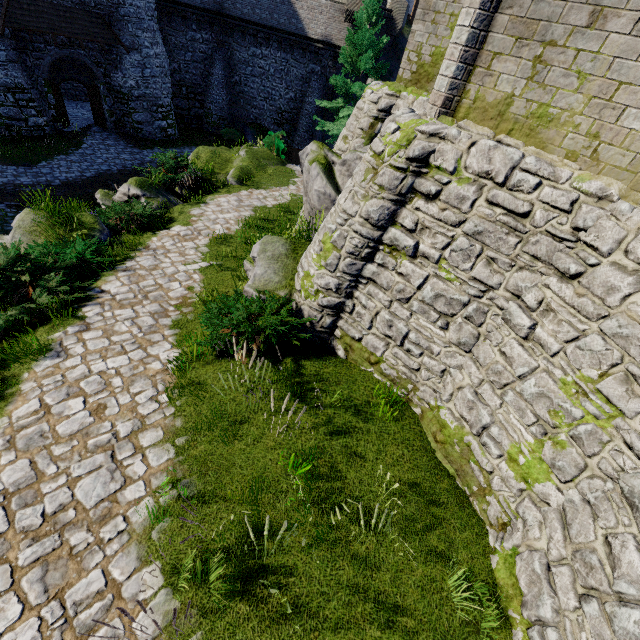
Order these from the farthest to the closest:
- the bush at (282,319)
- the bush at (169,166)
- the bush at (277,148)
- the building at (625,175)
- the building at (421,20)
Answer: the bush at (277,148)
the bush at (169,166)
the building at (421,20)
the bush at (282,319)
the building at (625,175)

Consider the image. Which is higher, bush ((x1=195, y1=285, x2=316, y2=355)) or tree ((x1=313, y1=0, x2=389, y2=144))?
tree ((x1=313, y1=0, x2=389, y2=144))

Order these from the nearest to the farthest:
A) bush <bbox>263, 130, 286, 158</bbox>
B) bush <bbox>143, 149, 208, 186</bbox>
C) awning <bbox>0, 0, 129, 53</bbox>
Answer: bush <bbox>143, 149, 208, 186</bbox>
awning <bbox>0, 0, 129, 53</bbox>
bush <bbox>263, 130, 286, 158</bbox>

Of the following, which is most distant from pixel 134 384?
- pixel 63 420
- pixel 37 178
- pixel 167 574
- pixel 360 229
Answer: pixel 37 178

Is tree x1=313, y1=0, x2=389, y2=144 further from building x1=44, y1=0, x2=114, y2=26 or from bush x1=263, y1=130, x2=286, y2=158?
building x1=44, y1=0, x2=114, y2=26

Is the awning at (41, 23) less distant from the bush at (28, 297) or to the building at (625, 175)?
the bush at (28, 297)

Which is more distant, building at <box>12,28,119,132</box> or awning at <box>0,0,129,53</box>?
building at <box>12,28,119,132</box>

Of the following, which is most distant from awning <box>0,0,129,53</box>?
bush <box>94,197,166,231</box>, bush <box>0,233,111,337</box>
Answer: bush <box>0,233,111,337</box>
